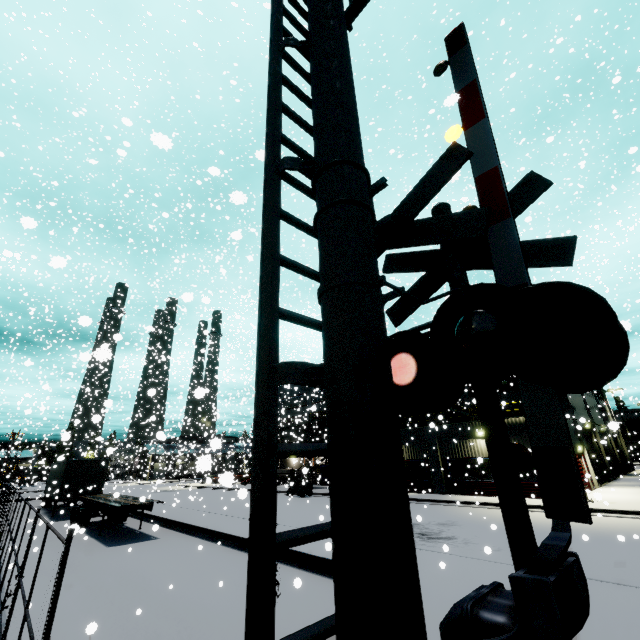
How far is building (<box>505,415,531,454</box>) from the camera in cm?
2135

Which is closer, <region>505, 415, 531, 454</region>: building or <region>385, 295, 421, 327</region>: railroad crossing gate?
<region>385, 295, 421, 327</region>: railroad crossing gate

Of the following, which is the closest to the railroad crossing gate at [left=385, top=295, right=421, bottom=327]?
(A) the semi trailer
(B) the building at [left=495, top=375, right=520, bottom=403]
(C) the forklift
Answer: (B) the building at [left=495, top=375, right=520, bottom=403]

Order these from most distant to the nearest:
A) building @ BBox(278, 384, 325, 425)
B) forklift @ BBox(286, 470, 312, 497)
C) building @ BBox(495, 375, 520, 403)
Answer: building @ BBox(278, 384, 325, 425) → building @ BBox(495, 375, 520, 403) → forklift @ BBox(286, 470, 312, 497)

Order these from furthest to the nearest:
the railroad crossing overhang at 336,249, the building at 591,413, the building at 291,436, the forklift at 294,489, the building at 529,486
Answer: the building at 291,436 < the forklift at 294,489 < the building at 591,413 < the building at 529,486 < the railroad crossing overhang at 336,249

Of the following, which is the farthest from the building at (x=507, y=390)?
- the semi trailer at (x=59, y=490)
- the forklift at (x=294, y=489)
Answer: the forklift at (x=294, y=489)

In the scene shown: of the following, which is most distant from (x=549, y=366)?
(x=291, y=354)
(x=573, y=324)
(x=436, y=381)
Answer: (x=291, y=354)

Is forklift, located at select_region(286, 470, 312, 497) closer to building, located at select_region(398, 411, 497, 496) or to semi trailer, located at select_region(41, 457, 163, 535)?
semi trailer, located at select_region(41, 457, 163, 535)
